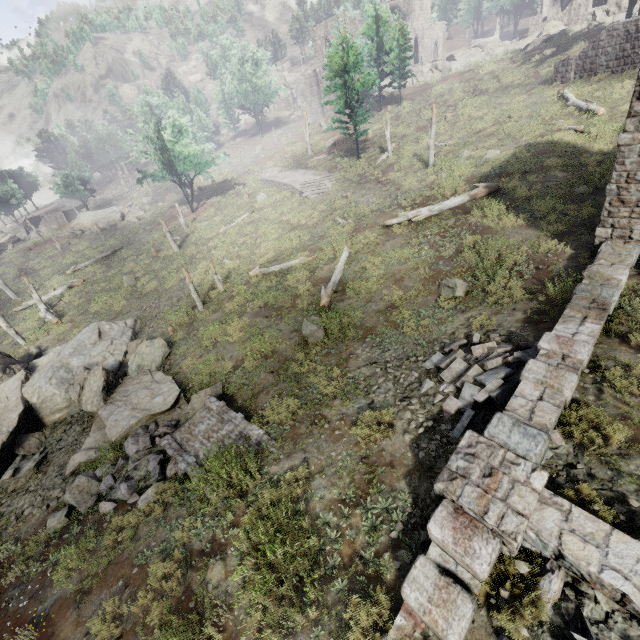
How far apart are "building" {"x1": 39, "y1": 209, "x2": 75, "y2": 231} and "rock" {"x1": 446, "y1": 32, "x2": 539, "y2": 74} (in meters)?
68.73

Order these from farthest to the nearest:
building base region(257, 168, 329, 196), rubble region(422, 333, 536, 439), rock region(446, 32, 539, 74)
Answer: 1. rock region(446, 32, 539, 74)
2. building base region(257, 168, 329, 196)
3. rubble region(422, 333, 536, 439)

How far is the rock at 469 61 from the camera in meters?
37.9 m

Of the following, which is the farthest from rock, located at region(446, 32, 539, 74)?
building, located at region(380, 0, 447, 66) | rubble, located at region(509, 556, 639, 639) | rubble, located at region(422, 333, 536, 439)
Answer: rubble, located at region(509, 556, 639, 639)

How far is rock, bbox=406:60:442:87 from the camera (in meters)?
51.03

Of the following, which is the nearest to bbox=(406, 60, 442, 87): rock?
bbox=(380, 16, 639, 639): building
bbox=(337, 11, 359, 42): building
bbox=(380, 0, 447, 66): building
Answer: bbox=(380, 0, 447, 66): building

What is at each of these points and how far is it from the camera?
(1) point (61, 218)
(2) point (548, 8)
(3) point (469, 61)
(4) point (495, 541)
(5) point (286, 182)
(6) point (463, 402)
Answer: (1) building, 56.66m
(2) building, 48.66m
(3) rock, 48.66m
(4) building, 4.59m
(5) building base, 31.59m
(6) rubble, 7.24m

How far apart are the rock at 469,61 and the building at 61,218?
68.7m
